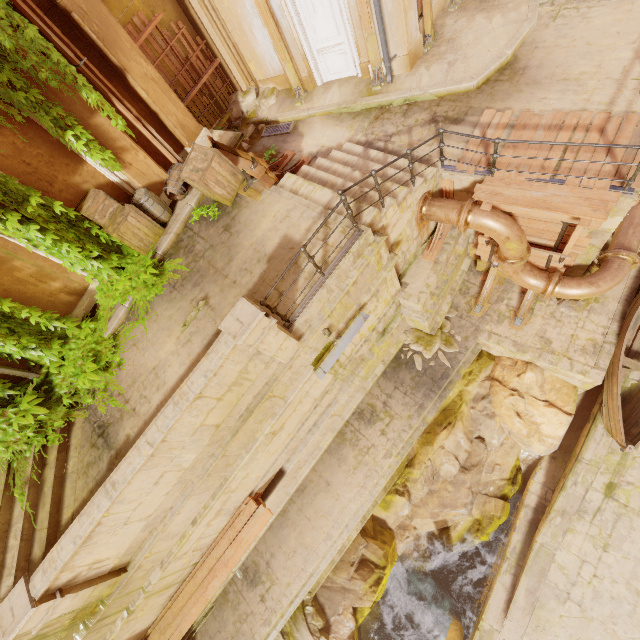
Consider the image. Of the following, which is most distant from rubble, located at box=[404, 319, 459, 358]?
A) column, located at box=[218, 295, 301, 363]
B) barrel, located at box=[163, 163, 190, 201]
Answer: barrel, located at box=[163, 163, 190, 201]

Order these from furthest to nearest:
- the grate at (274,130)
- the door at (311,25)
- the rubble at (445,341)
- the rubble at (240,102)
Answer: the rubble at (240,102)
the grate at (274,130)
the rubble at (445,341)
the door at (311,25)

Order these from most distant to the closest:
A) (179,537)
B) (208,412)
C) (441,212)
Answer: (441,212) < (179,537) < (208,412)

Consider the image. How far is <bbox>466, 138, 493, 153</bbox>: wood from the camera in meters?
7.0 m

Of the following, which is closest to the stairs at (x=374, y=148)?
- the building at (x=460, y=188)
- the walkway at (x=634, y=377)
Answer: the walkway at (x=634, y=377)

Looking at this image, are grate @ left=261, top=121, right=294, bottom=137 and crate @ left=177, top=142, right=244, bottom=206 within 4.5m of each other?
yes

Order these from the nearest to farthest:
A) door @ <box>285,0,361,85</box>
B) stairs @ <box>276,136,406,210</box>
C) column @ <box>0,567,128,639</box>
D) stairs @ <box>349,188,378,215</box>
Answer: column @ <box>0,567,128,639</box>, stairs @ <box>349,188,378,215</box>, stairs @ <box>276,136,406,210</box>, door @ <box>285,0,361,85</box>

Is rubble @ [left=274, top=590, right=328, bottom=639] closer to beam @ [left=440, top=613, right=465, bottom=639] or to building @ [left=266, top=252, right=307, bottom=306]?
building @ [left=266, top=252, right=307, bottom=306]
